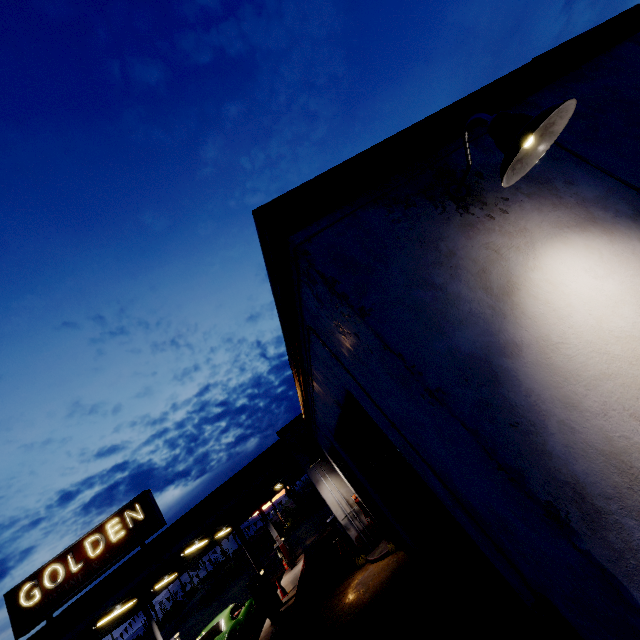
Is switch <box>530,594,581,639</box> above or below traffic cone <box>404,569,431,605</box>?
above

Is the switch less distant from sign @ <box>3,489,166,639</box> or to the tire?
the tire

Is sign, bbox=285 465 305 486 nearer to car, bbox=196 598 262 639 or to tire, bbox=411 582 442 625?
car, bbox=196 598 262 639

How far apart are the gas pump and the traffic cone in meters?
8.8 m

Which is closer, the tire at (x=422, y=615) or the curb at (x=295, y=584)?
the tire at (x=422, y=615)

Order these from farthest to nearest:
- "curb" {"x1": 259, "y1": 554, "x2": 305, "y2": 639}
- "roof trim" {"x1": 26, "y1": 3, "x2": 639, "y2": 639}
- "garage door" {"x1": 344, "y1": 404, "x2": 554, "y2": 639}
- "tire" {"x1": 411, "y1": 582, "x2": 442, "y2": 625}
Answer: "curb" {"x1": 259, "y1": 554, "x2": 305, "y2": 639} → "tire" {"x1": 411, "y1": 582, "x2": 442, "y2": 625} → "garage door" {"x1": 344, "y1": 404, "x2": 554, "y2": 639} → "roof trim" {"x1": 26, "y1": 3, "x2": 639, "y2": 639}

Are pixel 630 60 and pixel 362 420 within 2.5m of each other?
no

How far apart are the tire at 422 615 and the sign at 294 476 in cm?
637
